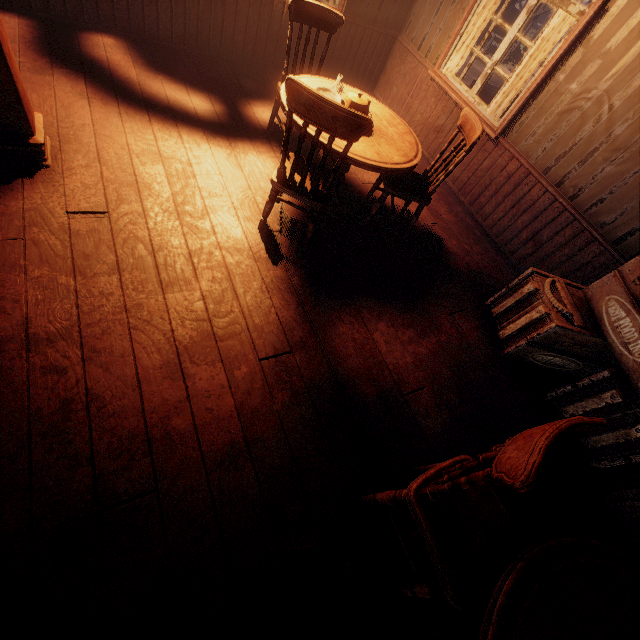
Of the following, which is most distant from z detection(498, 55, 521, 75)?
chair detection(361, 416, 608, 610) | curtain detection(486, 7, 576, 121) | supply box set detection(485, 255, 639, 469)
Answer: chair detection(361, 416, 608, 610)

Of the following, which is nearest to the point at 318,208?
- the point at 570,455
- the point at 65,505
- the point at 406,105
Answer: the point at 65,505

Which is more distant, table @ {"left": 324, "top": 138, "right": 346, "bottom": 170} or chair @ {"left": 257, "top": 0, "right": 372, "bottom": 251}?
table @ {"left": 324, "top": 138, "right": 346, "bottom": 170}

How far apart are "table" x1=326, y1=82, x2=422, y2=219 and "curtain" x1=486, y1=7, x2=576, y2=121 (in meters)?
2.10

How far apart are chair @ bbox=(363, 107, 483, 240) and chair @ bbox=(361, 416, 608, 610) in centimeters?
233cm

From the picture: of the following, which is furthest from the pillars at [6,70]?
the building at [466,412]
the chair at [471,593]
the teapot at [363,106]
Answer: the chair at [471,593]

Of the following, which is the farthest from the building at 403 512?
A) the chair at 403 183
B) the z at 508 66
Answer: the chair at 403 183

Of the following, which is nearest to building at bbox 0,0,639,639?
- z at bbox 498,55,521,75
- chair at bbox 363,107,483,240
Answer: z at bbox 498,55,521,75
